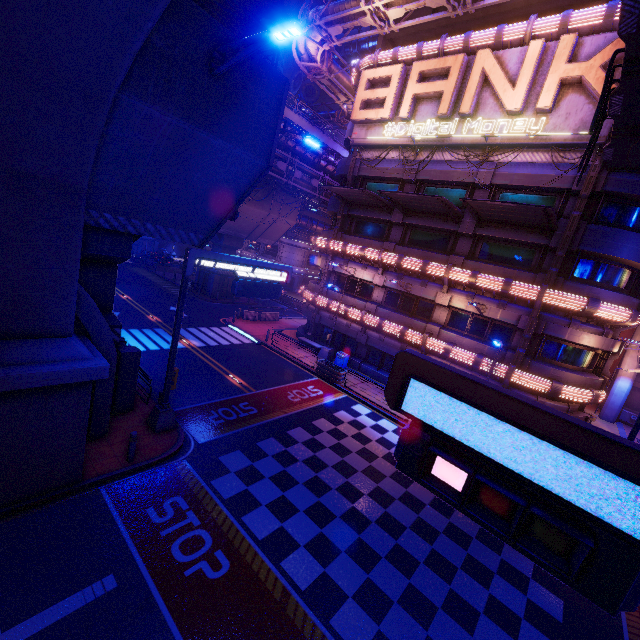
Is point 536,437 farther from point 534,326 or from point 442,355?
point 442,355

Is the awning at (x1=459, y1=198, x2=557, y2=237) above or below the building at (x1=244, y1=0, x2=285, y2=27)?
below

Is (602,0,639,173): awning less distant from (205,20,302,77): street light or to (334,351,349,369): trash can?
(205,20,302,77): street light

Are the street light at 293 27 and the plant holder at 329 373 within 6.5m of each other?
no

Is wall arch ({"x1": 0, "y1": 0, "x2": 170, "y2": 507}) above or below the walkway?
below

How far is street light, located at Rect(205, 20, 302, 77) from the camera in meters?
6.8

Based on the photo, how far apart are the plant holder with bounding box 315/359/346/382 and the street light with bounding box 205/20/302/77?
16.9m

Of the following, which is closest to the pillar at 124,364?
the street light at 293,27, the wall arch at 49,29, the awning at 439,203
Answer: the wall arch at 49,29
